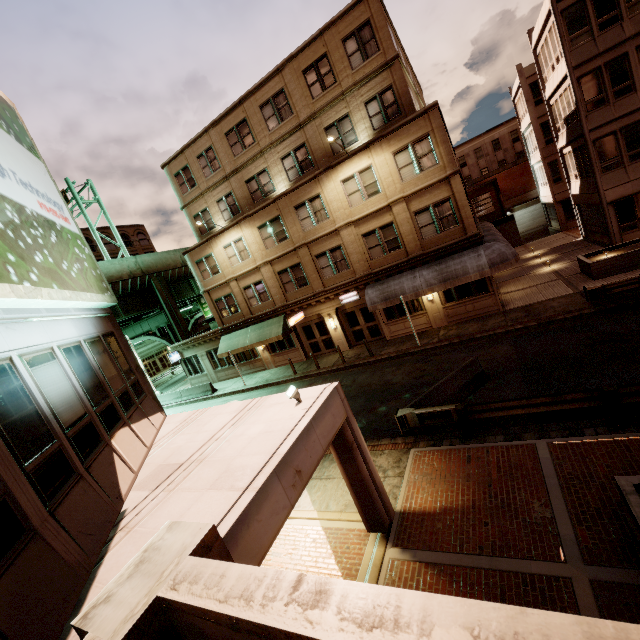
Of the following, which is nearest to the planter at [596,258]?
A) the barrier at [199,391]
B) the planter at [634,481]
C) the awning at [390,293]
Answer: the awning at [390,293]

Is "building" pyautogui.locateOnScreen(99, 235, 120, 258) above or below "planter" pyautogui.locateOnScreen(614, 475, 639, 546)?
above

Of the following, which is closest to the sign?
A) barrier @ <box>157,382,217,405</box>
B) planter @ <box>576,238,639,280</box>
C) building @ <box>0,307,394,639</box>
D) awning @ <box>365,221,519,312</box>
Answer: awning @ <box>365,221,519,312</box>

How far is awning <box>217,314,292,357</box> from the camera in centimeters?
2400cm

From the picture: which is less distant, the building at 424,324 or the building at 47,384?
the building at 47,384

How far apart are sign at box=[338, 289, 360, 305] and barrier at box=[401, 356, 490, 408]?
10.0 meters

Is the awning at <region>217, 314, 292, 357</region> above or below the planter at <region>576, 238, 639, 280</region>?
above

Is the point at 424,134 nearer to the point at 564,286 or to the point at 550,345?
the point at 564,286
